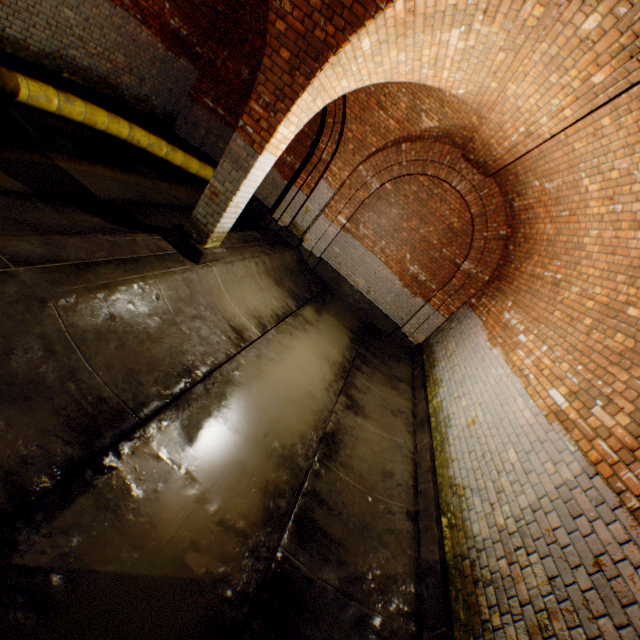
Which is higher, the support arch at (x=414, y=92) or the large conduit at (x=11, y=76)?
the support arch at (x=414, y=92)

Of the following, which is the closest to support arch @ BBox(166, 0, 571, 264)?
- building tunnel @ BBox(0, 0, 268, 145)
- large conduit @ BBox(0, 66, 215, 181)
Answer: building tunnel @ BBox(0, 0, 268, 145)

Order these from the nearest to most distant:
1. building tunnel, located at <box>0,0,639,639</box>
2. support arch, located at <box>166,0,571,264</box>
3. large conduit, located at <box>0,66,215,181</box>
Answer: building tunnel, located at <box>0,0,639,639</box>
support arch, located at <box>166,0,571,264</box>
large conduit, located at <box>0,66,215,181</box>

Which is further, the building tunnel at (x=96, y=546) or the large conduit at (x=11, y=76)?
the large conduit at (x=11, y=76)

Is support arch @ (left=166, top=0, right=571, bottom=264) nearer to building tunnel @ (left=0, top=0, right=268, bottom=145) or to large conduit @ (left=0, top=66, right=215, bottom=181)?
building tunnel @ (left=0, top=0, right=268, bottom=145)

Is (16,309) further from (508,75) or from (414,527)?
(508,75)
